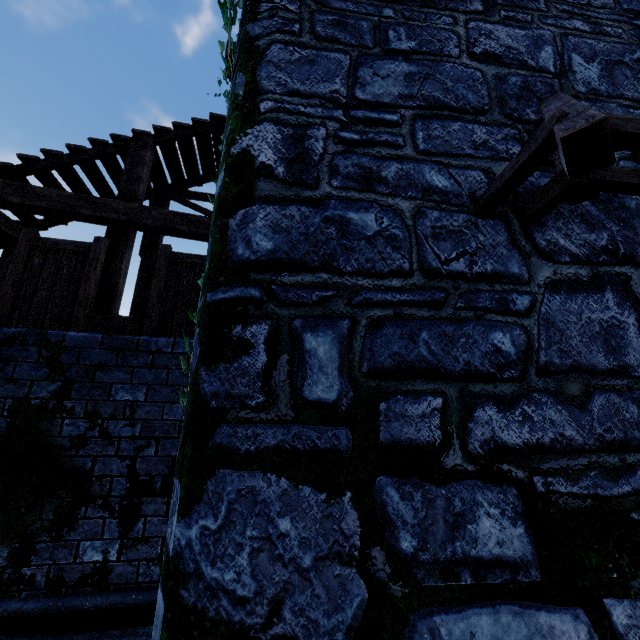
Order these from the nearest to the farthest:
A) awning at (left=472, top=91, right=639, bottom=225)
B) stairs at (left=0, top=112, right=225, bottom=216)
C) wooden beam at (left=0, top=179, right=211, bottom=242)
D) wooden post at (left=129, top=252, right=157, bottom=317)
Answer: awning at (left=472, top=91, right=639, bottom=225)
wooden beam at (left=0, top=179, right=211, bottom=242)
stairs at (left=0, top=112, right=225, bottom=216)
wooden post at (left=129, top=252, right=157, bottom=317)

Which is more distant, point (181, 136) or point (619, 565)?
point (181, 136)

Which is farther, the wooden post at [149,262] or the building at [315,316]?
the wooden post at [149,262]

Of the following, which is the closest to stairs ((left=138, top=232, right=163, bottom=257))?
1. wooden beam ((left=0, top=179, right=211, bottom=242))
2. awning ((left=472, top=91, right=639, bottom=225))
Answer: wooden beam ((left=0, top=179, right=211, bottom=242))

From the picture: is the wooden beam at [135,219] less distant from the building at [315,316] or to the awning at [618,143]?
the building at [315,316]

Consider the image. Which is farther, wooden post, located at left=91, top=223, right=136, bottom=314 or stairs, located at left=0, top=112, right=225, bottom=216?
stairs, located at left=0, top=112, right=225, bottom=216

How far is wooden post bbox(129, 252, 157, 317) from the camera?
6.57m
